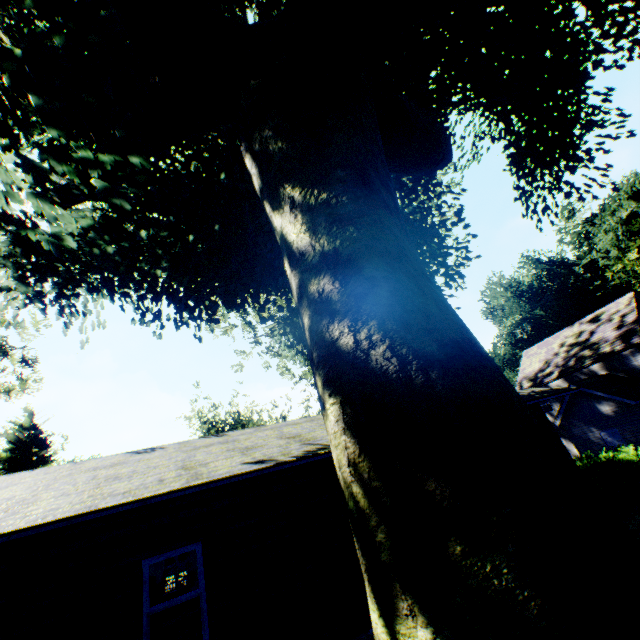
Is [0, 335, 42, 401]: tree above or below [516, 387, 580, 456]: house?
above

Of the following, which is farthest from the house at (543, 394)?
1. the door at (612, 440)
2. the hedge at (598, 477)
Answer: the door at (612, 440)

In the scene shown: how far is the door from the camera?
21.02m

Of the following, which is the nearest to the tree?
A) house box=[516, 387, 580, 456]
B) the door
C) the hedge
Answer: house box=[516, 387, 580, 456]

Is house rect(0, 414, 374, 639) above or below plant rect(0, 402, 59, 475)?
below

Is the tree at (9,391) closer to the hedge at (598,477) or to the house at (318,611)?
the house at (318,611)

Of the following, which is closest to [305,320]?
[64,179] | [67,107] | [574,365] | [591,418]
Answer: [64,179]
